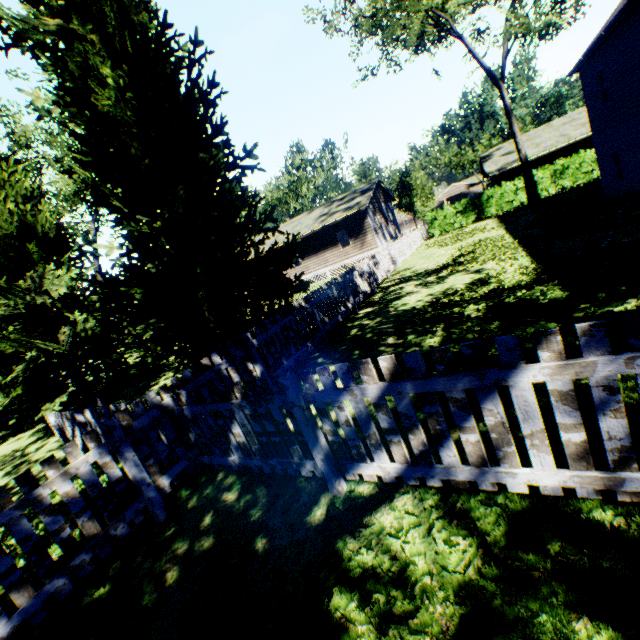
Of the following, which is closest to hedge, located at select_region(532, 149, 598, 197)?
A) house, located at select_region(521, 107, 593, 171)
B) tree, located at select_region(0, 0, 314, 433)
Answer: tree, located at select_region(0, 0, 314, 433)

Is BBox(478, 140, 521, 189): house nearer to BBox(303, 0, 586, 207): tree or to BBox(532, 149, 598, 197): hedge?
BBox(532, 149, 598, 197): hedge

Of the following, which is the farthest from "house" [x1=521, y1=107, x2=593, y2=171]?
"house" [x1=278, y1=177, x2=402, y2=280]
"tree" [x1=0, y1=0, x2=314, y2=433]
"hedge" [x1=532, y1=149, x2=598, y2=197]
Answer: "house" [x1=278, y1=177, x2=402, y2=280]

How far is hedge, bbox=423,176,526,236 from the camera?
22.6 meters

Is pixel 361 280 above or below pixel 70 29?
below

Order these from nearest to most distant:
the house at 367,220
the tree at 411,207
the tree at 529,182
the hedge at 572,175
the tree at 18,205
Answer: the tree at 18,205 < the tree at 529,182 < the hedge at 572,175 < the house at 367,220 < the tree at 411,207

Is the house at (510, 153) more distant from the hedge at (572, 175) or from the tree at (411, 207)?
the tree at (411, 207)

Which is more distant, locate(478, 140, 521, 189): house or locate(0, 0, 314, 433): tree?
locate(478, 140, 521, 189): house
